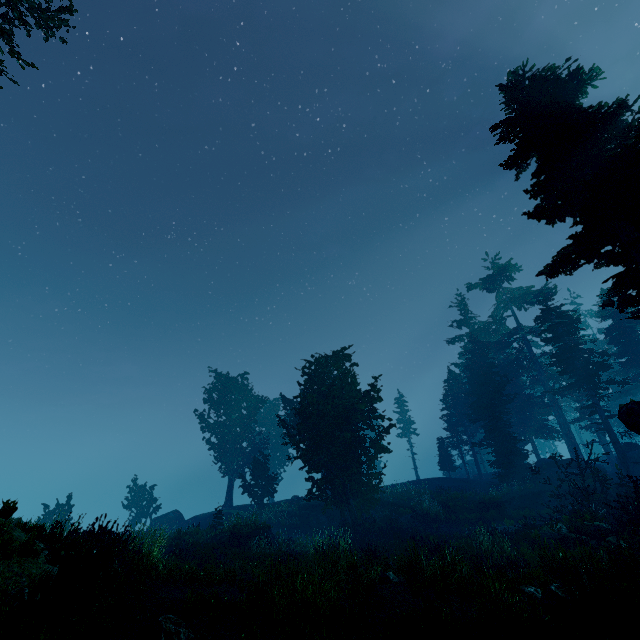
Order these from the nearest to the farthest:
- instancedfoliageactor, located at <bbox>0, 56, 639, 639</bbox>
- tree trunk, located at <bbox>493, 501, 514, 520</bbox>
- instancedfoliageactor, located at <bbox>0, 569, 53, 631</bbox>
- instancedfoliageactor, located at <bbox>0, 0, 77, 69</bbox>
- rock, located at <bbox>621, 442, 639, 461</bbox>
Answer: instancedfoliageactor, located at <bbox>0, 569, 53, 631</bbox> < instancedfoliageactor, located at <bbox>0, 56, 639, 639</bbox> < instancedfoliageactor, located at <bbox>0, 0, 77, 69</bbox> < tree trunk, located at <bbox>493, 501, 514, 520</bbox> < rock, located at <bbox>621, 442, 639, 461</bbox>

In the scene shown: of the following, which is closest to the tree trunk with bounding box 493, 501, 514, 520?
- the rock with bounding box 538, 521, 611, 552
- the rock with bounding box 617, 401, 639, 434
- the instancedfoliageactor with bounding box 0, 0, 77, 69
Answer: the instancedfoliageactor with bounding box 0, 0, 77, 69

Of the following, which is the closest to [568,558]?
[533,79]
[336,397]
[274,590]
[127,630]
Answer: [274,590]

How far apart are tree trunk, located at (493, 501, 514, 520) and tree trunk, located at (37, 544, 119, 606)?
25.2 meters

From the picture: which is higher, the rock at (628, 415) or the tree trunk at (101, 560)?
the rock at (628, 415)

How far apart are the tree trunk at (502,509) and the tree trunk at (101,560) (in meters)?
25.19

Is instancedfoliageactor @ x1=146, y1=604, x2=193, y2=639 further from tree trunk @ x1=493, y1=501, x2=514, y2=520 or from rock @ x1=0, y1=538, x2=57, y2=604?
tree trunk @ x1=493, y1=501, x2=514, y2=520

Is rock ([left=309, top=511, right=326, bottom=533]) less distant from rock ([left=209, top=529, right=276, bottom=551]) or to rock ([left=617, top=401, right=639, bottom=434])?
rock ([left=209, top=529, right=276, bottom=551])
